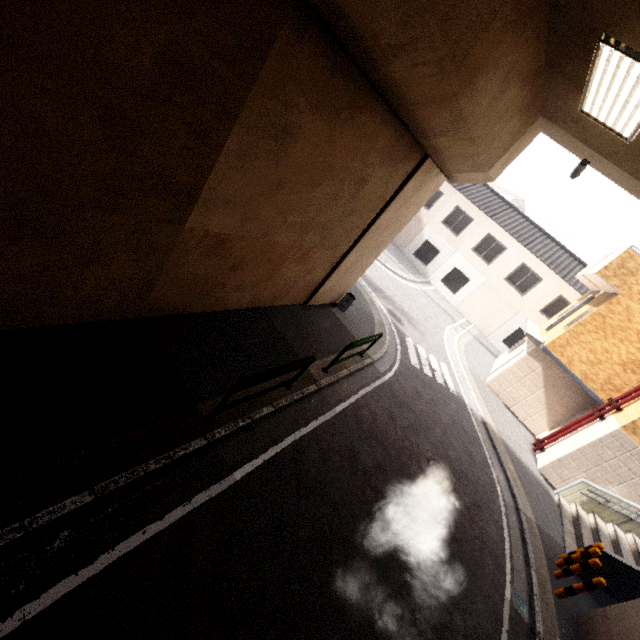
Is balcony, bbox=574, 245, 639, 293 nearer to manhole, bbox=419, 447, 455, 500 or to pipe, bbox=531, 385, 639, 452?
pipe, bbox=531, 385, 639, 452

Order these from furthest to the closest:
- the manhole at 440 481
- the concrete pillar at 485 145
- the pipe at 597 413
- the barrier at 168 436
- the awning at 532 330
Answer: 1. the awning at 532 330
2. the pipe at 597 413
3. the manhole at 440 481
4. the concrete pillar at 485 145
5. the barrier at 168 436

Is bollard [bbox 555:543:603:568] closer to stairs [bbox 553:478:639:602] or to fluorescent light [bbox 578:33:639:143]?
stairs [bbox 553:478:639:602]

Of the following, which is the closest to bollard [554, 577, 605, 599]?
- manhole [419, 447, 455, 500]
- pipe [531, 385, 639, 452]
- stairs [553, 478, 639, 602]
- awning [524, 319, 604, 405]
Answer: stairs [553, 478, 639, 602]

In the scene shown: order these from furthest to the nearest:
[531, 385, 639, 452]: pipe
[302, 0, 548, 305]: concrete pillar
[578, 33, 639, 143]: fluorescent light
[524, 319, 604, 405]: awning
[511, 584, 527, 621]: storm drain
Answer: [524, 319, 604, 405]: awning, [531, 385, 639, 452]: pipe, [511, 584, 527, 621]: storm drain, [578, 33, 639, 143]: fluorescent light, [302, 0, 548, 305]: concrete pillar

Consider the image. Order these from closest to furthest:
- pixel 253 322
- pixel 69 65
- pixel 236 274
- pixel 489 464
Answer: pixel 69 65 < pixel 236 274 < pixel 253 322 < pixel 489 464

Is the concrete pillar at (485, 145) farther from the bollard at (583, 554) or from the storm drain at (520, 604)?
the bollard at (583, 554)

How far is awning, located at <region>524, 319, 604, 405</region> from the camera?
12.4m
